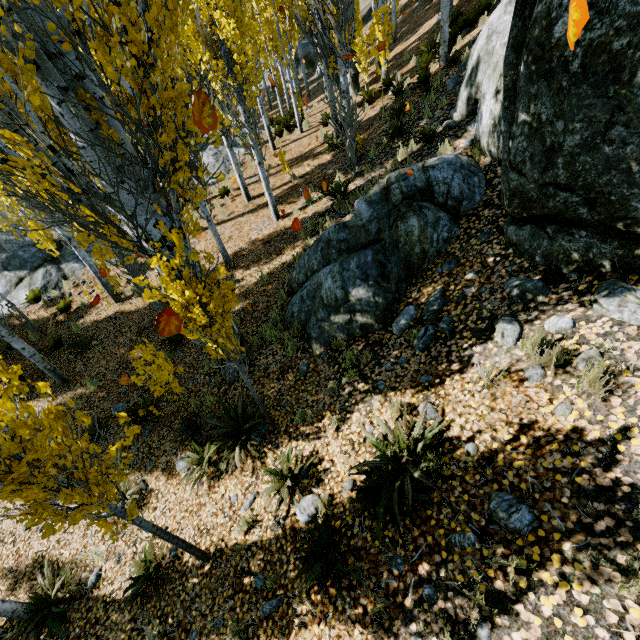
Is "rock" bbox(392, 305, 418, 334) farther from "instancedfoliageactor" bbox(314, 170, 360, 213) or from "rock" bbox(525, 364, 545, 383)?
"rock" bbox(525, 364, 545, 383)

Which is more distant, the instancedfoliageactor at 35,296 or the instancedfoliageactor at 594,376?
the instancedfoliageactor at 35,296

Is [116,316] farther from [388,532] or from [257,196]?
[388,532]

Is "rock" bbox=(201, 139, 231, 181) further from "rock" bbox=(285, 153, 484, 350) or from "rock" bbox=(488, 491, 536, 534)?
"rock" bbox=(488, 491, 536, 534)

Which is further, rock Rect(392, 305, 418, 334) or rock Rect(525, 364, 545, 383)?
rock Rect(392, 305, 418, 334)

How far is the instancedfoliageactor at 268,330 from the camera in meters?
6.8 m

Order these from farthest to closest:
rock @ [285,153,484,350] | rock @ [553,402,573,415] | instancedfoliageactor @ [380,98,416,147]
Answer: instancedfoliageactor @ [380,98,416,147] < rock @ [285,153,484,350] < rock @ [553,402,573,415]

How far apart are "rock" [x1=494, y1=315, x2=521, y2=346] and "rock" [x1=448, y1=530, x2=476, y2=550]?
2.13m
